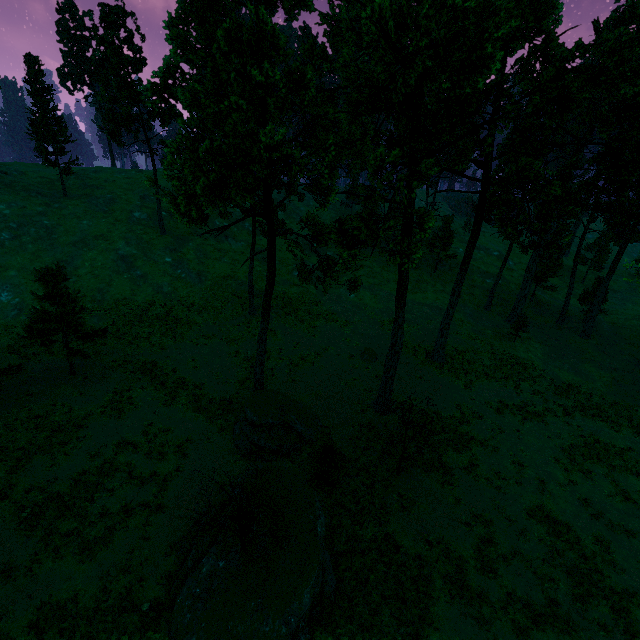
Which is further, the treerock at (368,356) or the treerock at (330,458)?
the treerock at (368,356)

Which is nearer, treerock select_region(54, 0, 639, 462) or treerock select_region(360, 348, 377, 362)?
treerock select_region(54, 0, 639, 462)

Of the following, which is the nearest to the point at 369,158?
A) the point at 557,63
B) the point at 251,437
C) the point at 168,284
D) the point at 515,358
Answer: the point at 557,63

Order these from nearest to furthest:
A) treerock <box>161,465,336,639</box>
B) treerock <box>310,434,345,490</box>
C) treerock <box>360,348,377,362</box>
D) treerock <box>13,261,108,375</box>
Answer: treerock <box>161,465,336,639</box>, treerock <box>310,434,345,490</box>, treerock <box>13,261,108,375</box>, treerock <box>360,348,377,362</box>

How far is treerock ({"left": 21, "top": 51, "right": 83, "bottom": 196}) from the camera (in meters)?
39.50

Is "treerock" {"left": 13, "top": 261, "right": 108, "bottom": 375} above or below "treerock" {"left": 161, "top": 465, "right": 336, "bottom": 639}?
above
